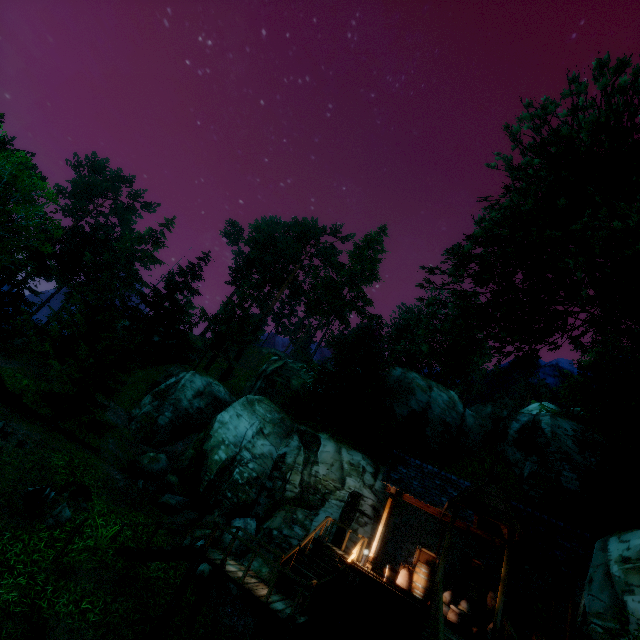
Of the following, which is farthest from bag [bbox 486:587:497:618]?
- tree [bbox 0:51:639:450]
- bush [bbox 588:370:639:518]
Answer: tree [bbox 0:51:639:450]

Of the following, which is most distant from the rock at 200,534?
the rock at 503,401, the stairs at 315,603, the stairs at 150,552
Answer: the rock at 503,401

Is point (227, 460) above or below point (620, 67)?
below

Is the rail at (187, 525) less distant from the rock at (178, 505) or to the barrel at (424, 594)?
the barrel at (424, 594)

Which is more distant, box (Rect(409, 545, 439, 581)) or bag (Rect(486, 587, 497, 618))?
box (Rect(409, 545, 439, 581))

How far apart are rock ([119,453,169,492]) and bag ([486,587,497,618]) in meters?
18.1

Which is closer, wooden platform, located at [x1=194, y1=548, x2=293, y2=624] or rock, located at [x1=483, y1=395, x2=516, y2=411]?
wooden platform, located at [x1=194, y1=548, x2=293, y2=624]

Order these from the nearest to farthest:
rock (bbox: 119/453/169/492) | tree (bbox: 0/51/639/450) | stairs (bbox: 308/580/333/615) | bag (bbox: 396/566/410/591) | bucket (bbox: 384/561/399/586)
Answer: tree (bbox: 0/51/639/450) → stairs (bbox: 308/580/333/615) → bucket (bbox: 384/561/399/586) → bag (bbox: 396/566/410/591) → rock (bbox: 119/453/169/492)
